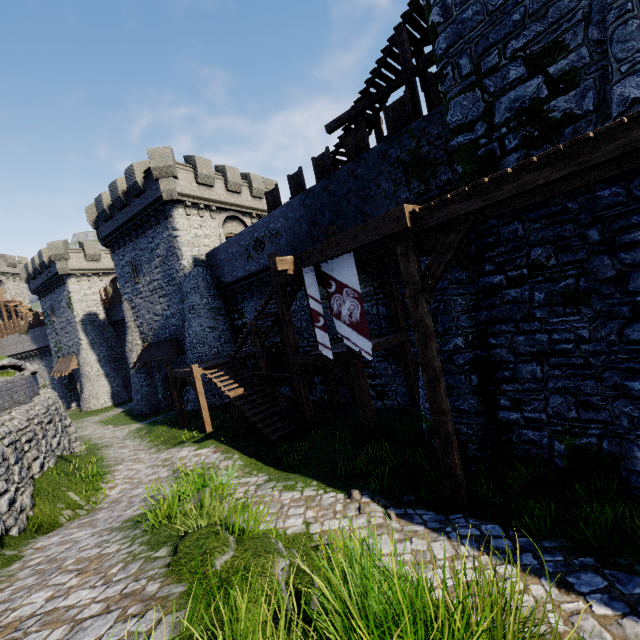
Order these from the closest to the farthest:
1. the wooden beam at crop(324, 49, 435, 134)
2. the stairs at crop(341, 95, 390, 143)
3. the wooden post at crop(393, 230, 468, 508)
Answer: the wooden post at crop(393, 230, 468, 508) < the wooden beam at crop(324, 49, 435, 134) < the stairs at crop(341, 95, 390, 143)

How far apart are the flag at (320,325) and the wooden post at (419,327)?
2.7 meters

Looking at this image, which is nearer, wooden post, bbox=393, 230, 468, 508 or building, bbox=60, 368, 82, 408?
wooden post, bbox=393, 230, 468, 508

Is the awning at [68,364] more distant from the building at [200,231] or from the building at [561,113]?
the building at [561,113]

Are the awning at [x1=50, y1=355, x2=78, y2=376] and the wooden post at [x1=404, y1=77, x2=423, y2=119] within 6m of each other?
no

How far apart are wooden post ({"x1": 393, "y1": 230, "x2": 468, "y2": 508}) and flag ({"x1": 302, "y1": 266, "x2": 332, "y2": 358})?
2.7m

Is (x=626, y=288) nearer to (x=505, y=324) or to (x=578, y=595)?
(x=505, y=324)

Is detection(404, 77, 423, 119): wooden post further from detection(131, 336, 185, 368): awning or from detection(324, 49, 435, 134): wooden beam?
detection(131, 336, 185, 368): awning
